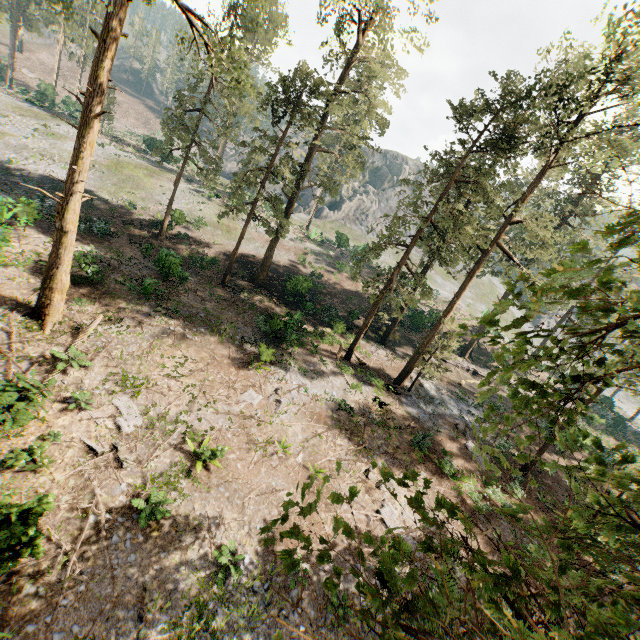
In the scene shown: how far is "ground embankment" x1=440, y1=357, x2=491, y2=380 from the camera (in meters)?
36.44

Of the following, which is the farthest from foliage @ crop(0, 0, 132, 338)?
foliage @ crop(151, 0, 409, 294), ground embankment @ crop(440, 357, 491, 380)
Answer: foliage @ crop(151, 0, 409, 294)

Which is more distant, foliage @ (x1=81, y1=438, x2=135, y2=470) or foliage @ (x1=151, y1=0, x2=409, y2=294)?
foliage @ (x1=151, y1=0, x2=409, y2=294)

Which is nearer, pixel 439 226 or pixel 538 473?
pixel 538 473

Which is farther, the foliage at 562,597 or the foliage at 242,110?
the foliage at 242,110

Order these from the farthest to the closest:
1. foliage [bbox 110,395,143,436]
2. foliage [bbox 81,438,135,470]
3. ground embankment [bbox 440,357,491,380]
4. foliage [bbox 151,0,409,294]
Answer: ground embankment [bbox 440,357,491,380], foliage [bbox 151,0,409,294], foliage [bbox 110,395,143,436], foliage [bbox 81,438,135,470]

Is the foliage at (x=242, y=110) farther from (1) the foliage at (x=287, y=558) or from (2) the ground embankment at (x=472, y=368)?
(2) the ground embankment at (x=472, y=368)
